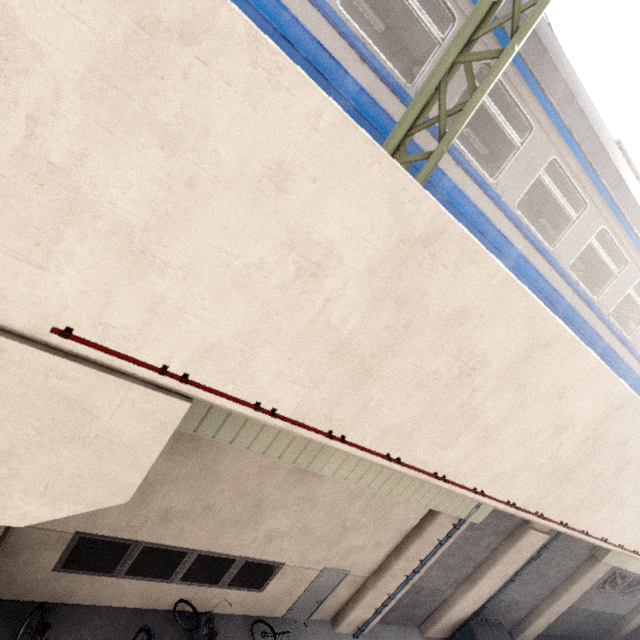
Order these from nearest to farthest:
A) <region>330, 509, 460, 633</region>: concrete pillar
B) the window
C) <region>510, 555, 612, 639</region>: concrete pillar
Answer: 1. the window
2. <region>330, 509, 460, 633</region>: concrete pillar
3. <region>510, 555, 612, 639</region>: concrete pillar

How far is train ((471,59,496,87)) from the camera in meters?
3.8

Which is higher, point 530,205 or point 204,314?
point 530,205

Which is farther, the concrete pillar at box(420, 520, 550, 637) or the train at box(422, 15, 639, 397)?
the concrete pillar at box(420, 520, 550, 637)

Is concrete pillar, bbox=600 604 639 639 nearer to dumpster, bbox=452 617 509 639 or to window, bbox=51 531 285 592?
dumpster, bbox=452 617 509 639

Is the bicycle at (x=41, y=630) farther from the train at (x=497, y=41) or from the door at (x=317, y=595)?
the train at (x=497, y=41)

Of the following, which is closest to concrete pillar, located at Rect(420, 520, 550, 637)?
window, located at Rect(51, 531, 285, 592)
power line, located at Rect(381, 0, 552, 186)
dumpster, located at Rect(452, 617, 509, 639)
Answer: dumpster, located at Rect(452, 617, 509, 639)

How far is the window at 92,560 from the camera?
6.31m
